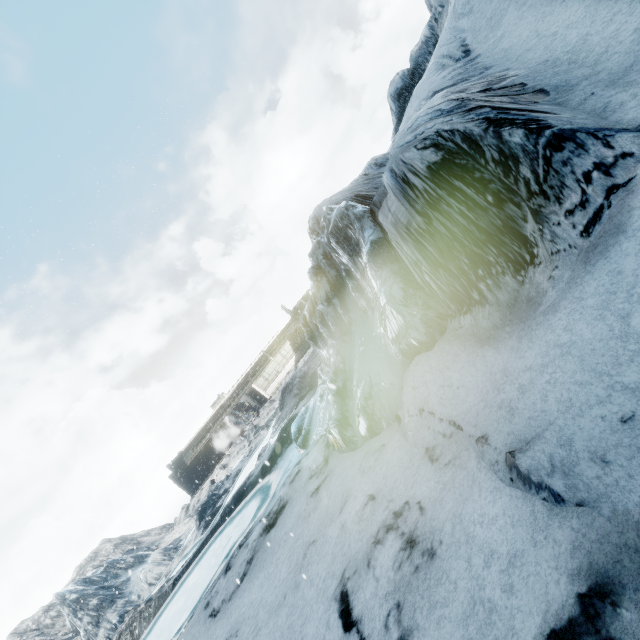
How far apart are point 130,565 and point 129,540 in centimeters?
599cm
